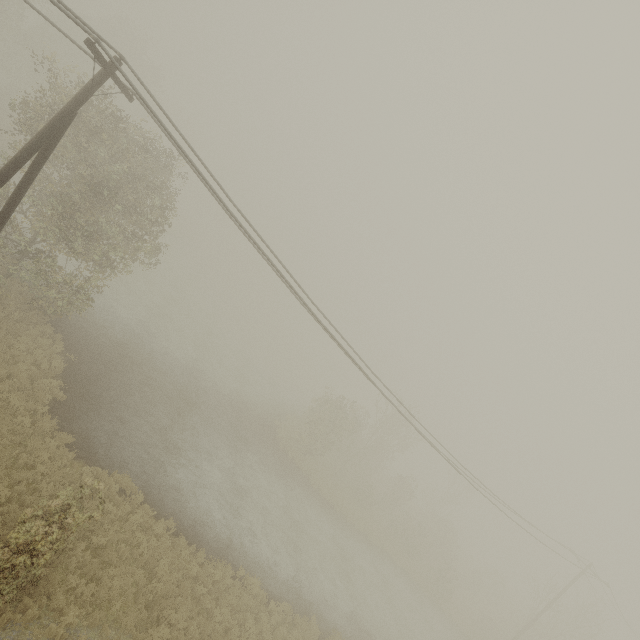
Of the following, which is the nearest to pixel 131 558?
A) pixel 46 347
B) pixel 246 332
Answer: pixel 46 347
